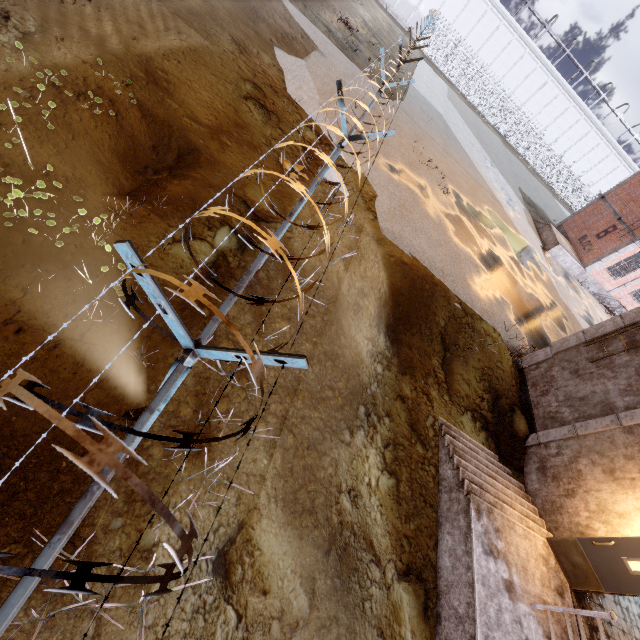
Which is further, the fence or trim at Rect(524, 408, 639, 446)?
trim at Rect(524, 408, 639, 446)

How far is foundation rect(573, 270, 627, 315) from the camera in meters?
23.5

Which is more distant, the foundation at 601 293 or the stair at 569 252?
the foundation at 601 293

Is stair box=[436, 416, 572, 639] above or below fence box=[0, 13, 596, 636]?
below

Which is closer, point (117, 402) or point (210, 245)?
point (117, 402)

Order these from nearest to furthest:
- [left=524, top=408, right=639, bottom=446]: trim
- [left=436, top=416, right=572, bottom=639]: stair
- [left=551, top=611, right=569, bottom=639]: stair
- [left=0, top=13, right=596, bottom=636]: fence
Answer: [left=0, top=13, right=596, bottom=636]: fence → [left=436, top=416, right=572, bottom=639]: stair → [left=551, top=611, right=569, bottom=639]: stair → [left=524, top=408, right=639, bottom=446]: trim

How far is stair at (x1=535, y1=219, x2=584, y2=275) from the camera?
22.77m

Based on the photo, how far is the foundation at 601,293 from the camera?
23.52m
